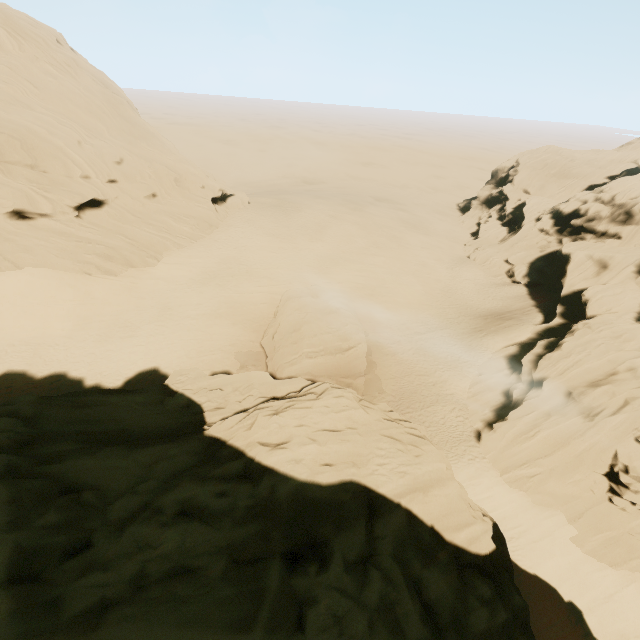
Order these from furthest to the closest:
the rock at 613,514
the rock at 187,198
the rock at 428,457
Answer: the rock at 187,198, the rock at 613,514, the rock at 428,457

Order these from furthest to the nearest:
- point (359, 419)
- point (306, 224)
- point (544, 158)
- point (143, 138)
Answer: point (544, 158) → point (306, 224) → point (143, 138) → point (359, 419)

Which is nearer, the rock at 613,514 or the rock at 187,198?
the rock at 613,514

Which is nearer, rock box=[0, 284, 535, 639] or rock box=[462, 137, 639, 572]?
rock box=[0, 284, 535, 639]

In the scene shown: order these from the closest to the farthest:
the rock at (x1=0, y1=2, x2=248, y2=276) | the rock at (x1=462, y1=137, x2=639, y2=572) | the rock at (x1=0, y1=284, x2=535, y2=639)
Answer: the rock at (x1=0, y1=284, x2=535, y2=639), the rock at (x1=462, y1=137, x2=639, y2=572), the rock at (x1=0, y1=2, x2=248, y2=276)
